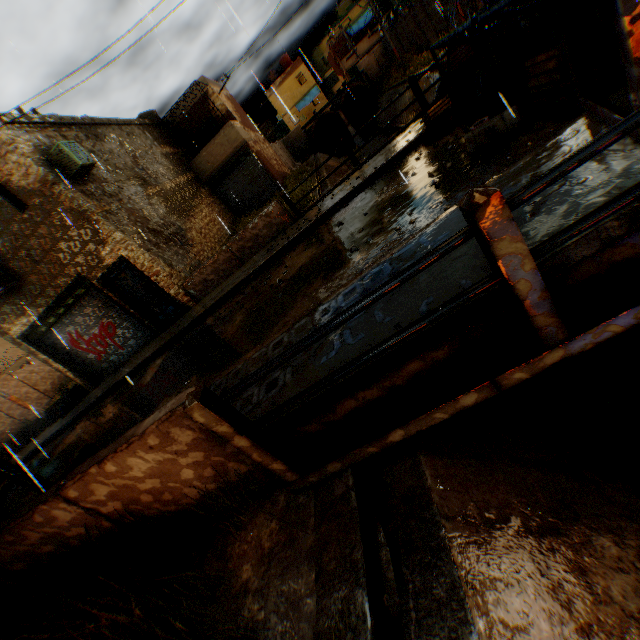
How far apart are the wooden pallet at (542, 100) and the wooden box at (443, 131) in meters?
2.2

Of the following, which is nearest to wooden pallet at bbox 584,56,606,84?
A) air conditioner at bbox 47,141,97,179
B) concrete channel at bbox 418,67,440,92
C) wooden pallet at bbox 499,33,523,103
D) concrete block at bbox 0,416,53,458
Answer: wooden pallet at bbox 499,33,523,103

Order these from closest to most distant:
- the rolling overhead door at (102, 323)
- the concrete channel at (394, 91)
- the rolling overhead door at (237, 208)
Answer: the rolling overhead door at (102, 323) < the rolling overhead door at (237, 208) < the concrete channel at (394, 91)

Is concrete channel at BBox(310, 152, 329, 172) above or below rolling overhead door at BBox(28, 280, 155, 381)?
below

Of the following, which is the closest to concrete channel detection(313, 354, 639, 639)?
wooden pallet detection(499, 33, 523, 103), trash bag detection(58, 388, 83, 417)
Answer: wooden pallet detection(499, 33, 523, 103)

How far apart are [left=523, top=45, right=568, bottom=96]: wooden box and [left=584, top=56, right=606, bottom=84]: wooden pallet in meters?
0.1

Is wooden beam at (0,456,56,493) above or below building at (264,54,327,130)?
below

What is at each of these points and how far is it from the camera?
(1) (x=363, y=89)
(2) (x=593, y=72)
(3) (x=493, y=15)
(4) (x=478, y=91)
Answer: (1) water pipe, 33.84m
(2) wooden pallet, 4.05m
(3) awning frame, 4.42m
(4) trash bag, 6.14m
